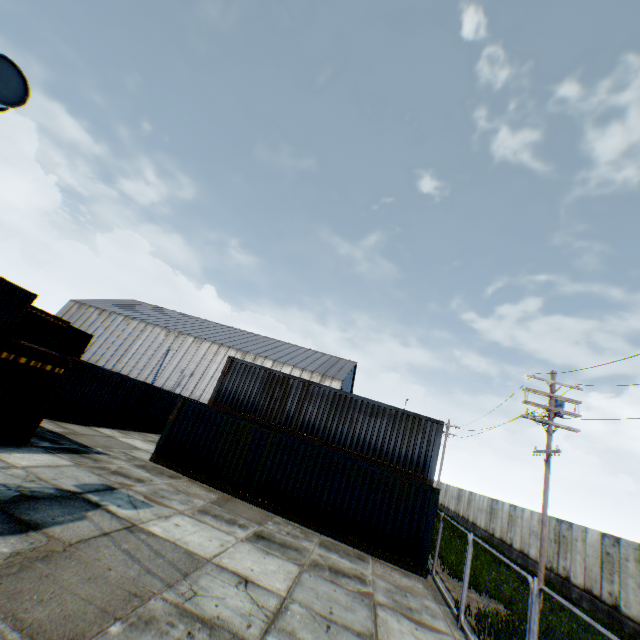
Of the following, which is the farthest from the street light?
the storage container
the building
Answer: the building

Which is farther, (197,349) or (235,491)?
(197,349)

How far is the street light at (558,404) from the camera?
12.98m

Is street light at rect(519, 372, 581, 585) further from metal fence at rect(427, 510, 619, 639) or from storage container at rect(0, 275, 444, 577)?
metal fence at rect(427, 510, 619, 639)

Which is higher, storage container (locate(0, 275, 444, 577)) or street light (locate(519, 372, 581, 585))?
street light (locate(519, 372, 581, 585))

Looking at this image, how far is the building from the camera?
44.0m

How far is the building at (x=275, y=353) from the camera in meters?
44.0

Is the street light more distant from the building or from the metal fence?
the building
